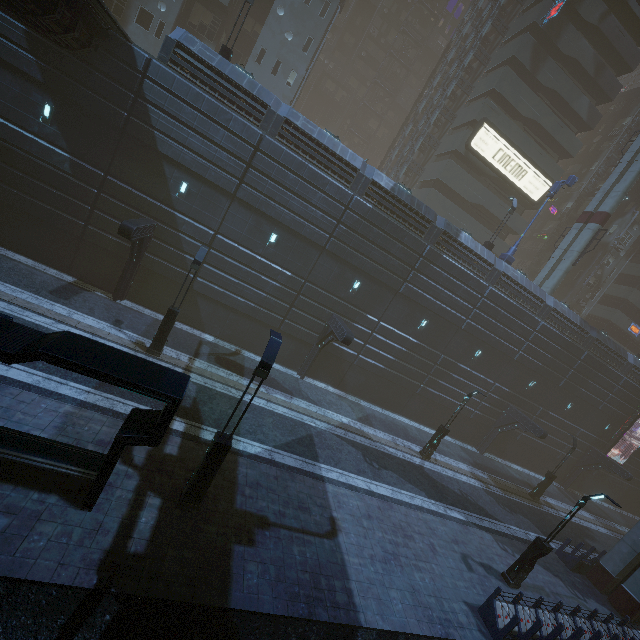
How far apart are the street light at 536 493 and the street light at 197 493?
25.8m

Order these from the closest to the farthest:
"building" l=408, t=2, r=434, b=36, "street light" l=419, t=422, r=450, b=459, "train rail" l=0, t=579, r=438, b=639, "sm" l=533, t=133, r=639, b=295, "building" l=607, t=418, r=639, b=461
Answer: "train rail" l=0, t=579, r=438, b=639
"street light" l=419, t=422, r=450, b=459
"sm" l=533, t=133, r=639, b=295
"building" l=607, t=418, r=639, b=461
"building" l=408, t=2, r=434, b=36

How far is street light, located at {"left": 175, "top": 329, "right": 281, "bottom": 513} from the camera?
8.45m

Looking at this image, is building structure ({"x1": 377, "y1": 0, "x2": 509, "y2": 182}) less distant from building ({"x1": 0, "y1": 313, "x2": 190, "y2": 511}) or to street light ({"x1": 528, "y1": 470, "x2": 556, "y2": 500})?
building ({"x1": 0, "y1": 313, "x2": 190, "y2": 511})

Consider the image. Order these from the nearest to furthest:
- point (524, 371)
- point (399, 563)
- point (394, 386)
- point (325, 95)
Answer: point (399, 563), point (394, 386), point (524, 371), point (325, 95)

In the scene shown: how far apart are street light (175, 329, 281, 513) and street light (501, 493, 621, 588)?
13.6 meters

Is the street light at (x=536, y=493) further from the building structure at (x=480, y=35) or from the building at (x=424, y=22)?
the building structure at (x=480, y=35)

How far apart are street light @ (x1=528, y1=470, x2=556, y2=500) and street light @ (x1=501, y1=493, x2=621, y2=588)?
12.7m
